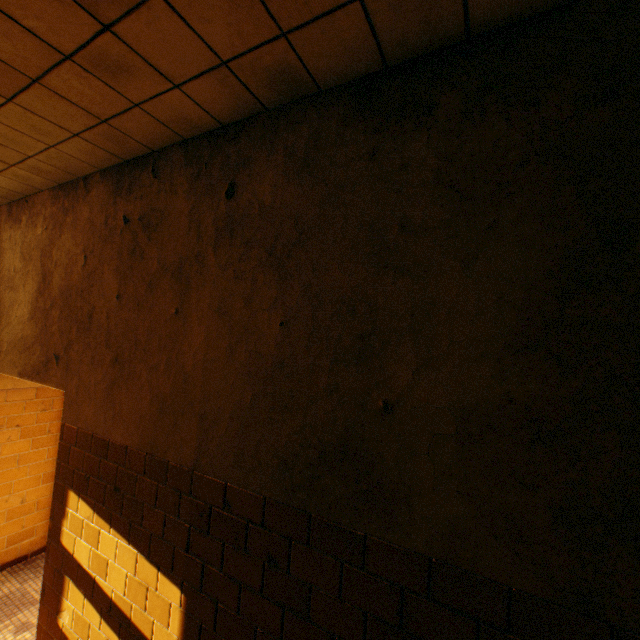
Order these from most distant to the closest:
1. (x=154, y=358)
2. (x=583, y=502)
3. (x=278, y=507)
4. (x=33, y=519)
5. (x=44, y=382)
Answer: (x=33, y=519), (x=44, y=382), (x=154, y=358), (x=278, y=507), (x=583, y=502)
